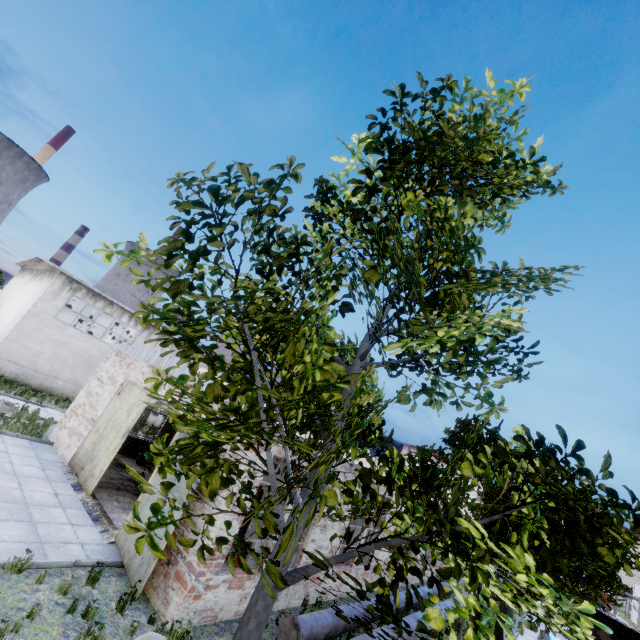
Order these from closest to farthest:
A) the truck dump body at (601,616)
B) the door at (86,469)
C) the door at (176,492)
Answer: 1. the door at (176,492)
2. the door at (86,469)
3. the truck dump body at (601,616)

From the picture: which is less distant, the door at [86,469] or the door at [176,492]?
the door at [176,492]

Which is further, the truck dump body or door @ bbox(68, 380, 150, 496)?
the truck dump body

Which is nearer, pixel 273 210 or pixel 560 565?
pixel 273 210

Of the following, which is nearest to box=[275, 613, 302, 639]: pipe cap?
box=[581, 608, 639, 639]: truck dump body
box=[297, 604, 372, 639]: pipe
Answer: box=[297, 604, 372, 639]: pipe

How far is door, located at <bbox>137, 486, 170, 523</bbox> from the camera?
8.8 meters

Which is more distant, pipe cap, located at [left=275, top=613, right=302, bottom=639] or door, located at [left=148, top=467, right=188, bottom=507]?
door, located at [left=148, top=467, right=188, bottom=507]
